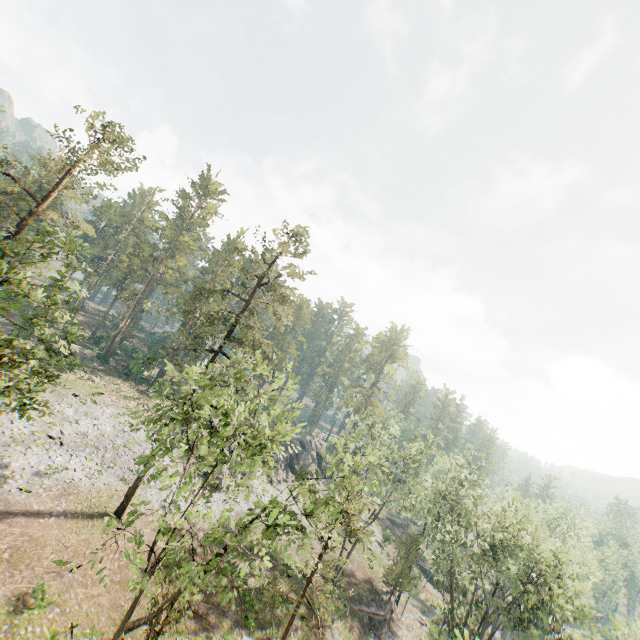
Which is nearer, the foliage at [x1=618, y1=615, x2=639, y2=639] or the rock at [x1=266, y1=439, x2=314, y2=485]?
the foliage at [x1=618, y1=615, x2=639, y2=639]

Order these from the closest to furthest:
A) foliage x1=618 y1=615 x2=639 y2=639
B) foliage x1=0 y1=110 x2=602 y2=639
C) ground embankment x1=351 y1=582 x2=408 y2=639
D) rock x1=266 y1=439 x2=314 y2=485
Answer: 1. foliage x1=0 y1=110 x2=602 y2=639
2. foliage x1=618 y1=615 x2=639 y2=639
3. ground embankment x1=351 y1=582 x2=408 y2=639
4. rock x1=266 y1=439 x2=314 y2=485

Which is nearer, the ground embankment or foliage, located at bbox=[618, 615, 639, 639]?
foliage, located at bbox=[618, 615, 639, 639]

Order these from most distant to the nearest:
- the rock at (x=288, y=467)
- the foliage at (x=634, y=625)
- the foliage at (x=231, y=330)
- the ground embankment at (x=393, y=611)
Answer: the rock at (x=288, y=467) < the ground embankment at (x=393, y=611) < the foliage at (x=634, y=625) < the foliage at (x=231, y=330)

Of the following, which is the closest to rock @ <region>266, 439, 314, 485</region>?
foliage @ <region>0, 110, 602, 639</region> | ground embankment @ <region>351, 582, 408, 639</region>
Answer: foliage @ <region>0, 110, 602, 639</region>

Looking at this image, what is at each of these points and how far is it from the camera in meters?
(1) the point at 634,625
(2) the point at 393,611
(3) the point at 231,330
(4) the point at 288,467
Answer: (1) foliage, 39.1
(2) ground embankment, 37.7
(3) foliage, 30.7
(4) rock, 53.6

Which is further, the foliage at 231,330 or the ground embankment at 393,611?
the ground embankment at 393,611
